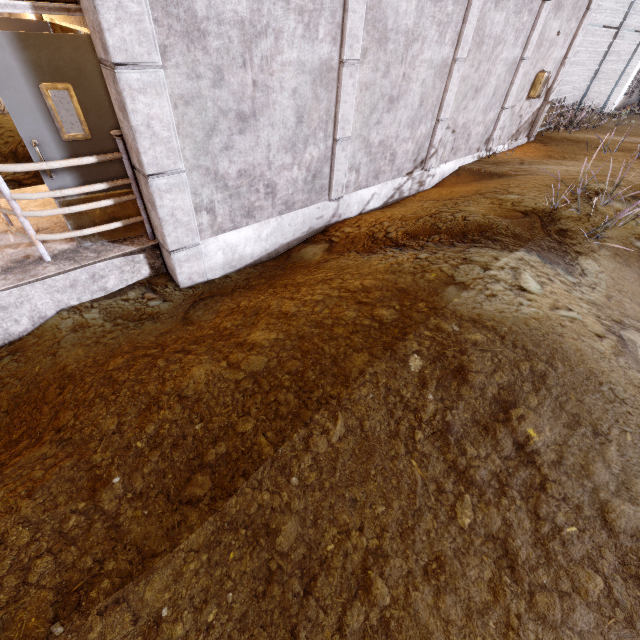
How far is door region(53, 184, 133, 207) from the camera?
3.9 meters

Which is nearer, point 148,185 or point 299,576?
point 299,576

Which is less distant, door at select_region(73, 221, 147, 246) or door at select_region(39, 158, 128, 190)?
door at select_region(39, 158, 128, 190)

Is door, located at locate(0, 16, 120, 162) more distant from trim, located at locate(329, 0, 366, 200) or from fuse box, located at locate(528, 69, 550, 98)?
fuse box, located at locate(528, 69, 550, 98)

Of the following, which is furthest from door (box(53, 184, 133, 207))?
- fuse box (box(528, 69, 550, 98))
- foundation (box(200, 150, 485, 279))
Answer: fuse box (box(528, 69, 550, 98))

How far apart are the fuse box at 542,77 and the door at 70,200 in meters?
10.4 m

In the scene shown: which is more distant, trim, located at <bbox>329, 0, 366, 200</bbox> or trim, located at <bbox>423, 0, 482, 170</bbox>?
trim, located at <bbox>423, 0, 482, 170</bbox>
